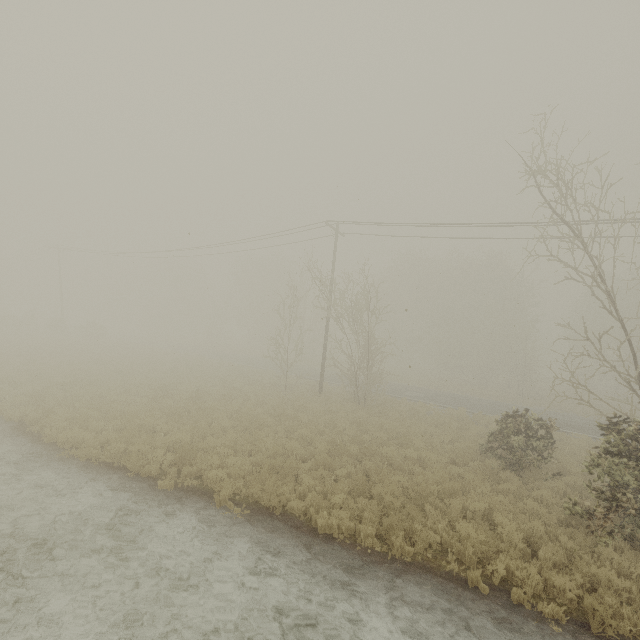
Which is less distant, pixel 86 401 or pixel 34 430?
pixel 34 430
